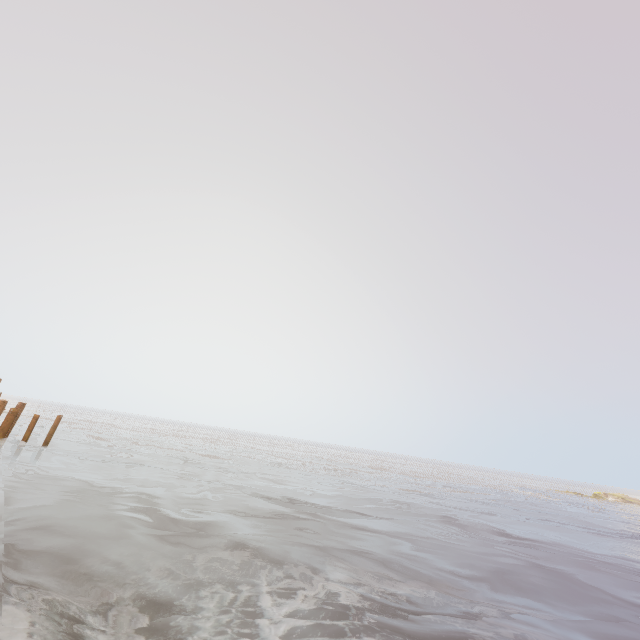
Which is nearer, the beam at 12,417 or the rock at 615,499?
the beam at 12,417

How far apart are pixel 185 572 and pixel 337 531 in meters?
5.5 m

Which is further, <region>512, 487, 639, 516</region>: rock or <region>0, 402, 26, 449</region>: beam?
<region>512, 487, 639, 516</region>: rock

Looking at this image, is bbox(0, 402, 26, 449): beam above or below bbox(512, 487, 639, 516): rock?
above

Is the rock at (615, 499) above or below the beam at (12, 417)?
below
